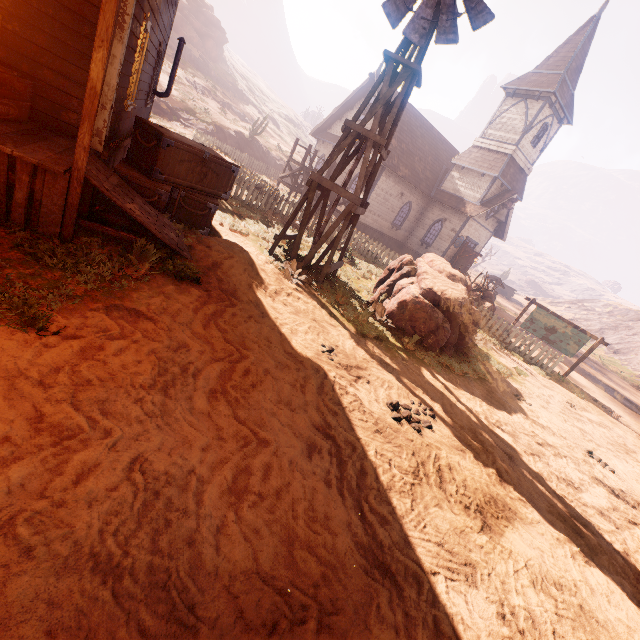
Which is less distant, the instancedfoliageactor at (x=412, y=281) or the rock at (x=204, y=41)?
the instancedfoliageactor at (x=412, y=281)

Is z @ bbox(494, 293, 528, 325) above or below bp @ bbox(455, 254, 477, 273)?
below

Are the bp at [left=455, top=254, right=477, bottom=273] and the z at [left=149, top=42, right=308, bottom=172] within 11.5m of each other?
no

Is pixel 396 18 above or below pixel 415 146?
below

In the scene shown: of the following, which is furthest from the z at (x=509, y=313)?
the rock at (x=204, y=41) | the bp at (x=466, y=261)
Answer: the rock at (x=204, y=41)

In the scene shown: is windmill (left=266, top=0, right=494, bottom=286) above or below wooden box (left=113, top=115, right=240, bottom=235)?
above

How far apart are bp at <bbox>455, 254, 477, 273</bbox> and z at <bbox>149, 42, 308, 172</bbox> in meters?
29.6

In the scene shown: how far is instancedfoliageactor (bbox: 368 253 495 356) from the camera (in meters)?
8.08
